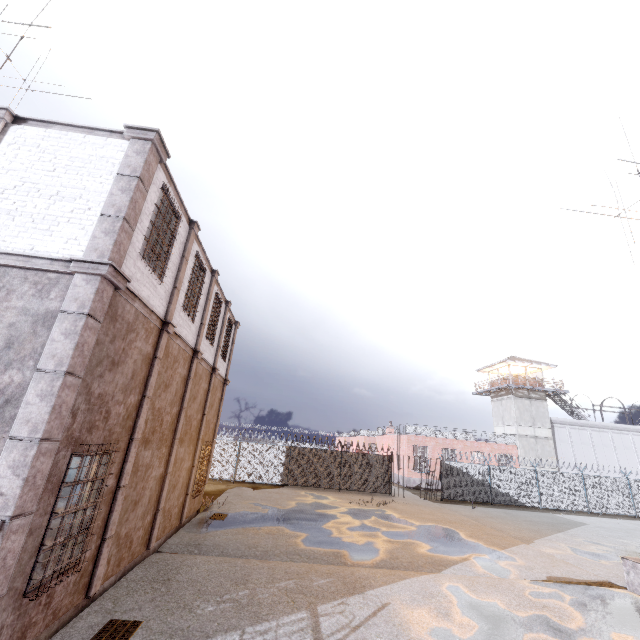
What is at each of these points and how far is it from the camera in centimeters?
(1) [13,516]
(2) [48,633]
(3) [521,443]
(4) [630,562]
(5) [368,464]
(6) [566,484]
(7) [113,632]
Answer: (1) trim, 439cm
(2) foundation, 555cm
(3) building, 3403cm
(4) stair, 984cm
(5) fence, 2509cm
(6) fence, 2597cm
(7) drain, 548cm

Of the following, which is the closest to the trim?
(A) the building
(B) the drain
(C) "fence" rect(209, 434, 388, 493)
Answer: (C) "fence" rect(209, 434, 388, 493)

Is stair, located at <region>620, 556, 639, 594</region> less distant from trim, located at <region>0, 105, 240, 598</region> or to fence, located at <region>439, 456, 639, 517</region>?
trim, located at <region>0, 105, 240, 598</region>

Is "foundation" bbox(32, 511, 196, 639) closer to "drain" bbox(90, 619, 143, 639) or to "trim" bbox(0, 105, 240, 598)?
"trim" bbox(0, 105, 240, 598)

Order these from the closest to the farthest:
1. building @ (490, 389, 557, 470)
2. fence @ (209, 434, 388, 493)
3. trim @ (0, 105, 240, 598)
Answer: trim @ (0, 105, 240, 598) < fence @ (209, 434, 388, 493) < building @ (490, 389, 557, 470)

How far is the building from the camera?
33.75m

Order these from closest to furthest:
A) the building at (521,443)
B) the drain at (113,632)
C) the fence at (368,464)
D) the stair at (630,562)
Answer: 1. the drain at (113,632)
2. the stair at (630,562)
3. the fence at (368,464)
4. the building at (521,443)

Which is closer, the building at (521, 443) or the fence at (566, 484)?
the fence at (566, 484)
